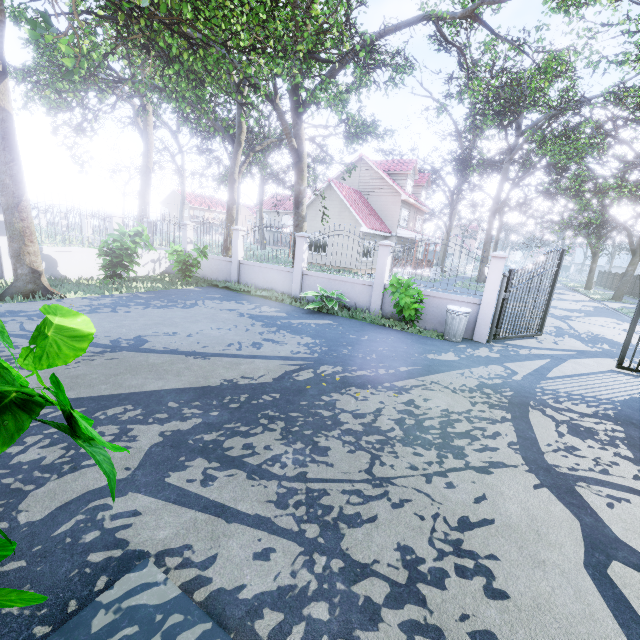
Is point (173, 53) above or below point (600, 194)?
below

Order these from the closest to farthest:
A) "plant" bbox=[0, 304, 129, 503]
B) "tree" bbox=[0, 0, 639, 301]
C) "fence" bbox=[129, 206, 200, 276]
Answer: "plant" bbox=[0, 304, 129, 503] < "tree" bbox=[0, 0, 639, 301] < "fence" bbox=[129, 206, 200, 276]

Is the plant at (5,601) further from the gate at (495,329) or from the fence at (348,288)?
the gate at (495,329)

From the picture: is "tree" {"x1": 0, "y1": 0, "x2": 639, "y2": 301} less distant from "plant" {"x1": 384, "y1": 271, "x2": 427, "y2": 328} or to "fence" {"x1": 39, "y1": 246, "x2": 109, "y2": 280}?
"fence" {"x1": 39, "y1": 246, "x2": 109, "y2": 280}

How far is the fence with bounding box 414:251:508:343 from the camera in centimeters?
888cm

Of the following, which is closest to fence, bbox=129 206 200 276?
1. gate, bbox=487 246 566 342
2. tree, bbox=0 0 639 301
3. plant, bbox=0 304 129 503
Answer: gate, bbox=487 246 566 342

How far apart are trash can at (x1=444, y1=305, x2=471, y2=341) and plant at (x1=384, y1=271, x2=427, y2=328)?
0.57m

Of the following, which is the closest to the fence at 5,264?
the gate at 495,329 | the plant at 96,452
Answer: the gate at 495,329
